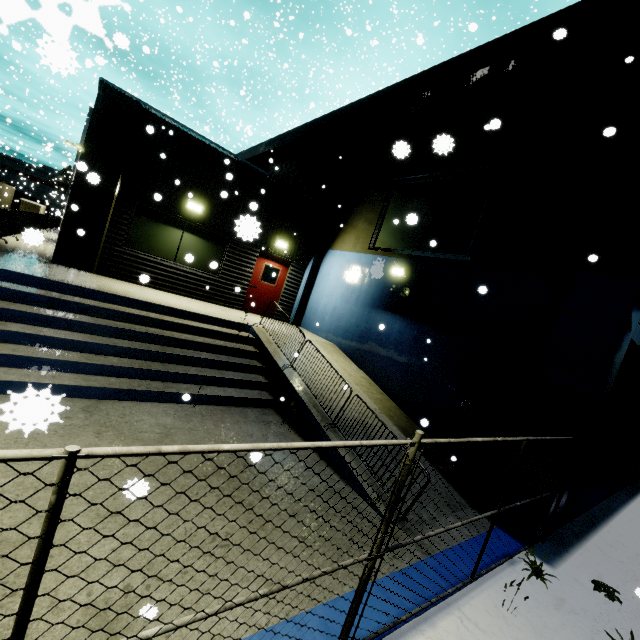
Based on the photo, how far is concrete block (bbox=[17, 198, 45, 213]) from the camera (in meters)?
17.19

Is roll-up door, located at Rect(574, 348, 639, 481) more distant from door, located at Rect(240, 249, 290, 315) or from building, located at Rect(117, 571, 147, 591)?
door, located at Rect(240, 249, 290, 315)

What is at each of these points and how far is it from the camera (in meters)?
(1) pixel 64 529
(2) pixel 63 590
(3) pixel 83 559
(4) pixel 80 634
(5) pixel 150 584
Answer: (1) building, 3.15
(2) building, 2.64
(3) building, 2.93
(4) building, 2.40
(5) building, 2.91

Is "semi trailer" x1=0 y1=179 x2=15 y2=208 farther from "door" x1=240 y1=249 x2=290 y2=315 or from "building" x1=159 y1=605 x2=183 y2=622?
"door" x1=240 y1=249 x2=290 y2=315

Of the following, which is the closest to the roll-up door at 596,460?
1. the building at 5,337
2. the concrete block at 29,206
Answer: the building at 5,337

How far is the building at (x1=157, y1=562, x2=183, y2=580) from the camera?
3.0 meters

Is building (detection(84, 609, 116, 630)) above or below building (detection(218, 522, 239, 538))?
below

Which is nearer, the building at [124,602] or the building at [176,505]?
the building at [124,602]
